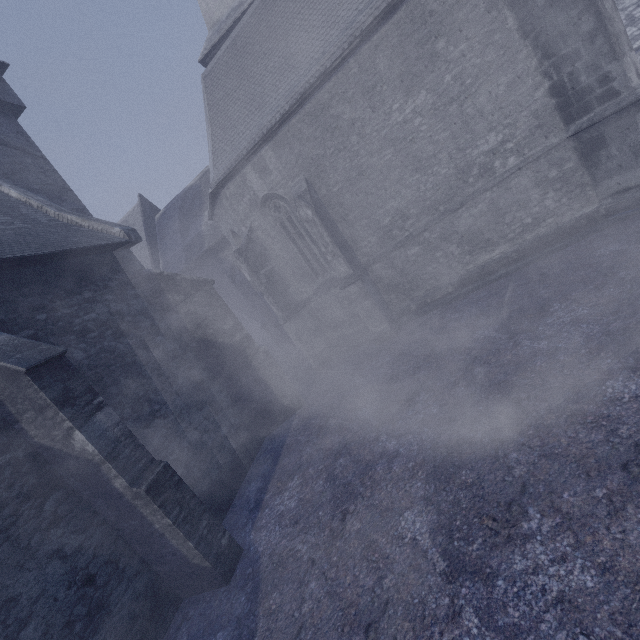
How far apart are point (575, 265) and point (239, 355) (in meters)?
9.04
